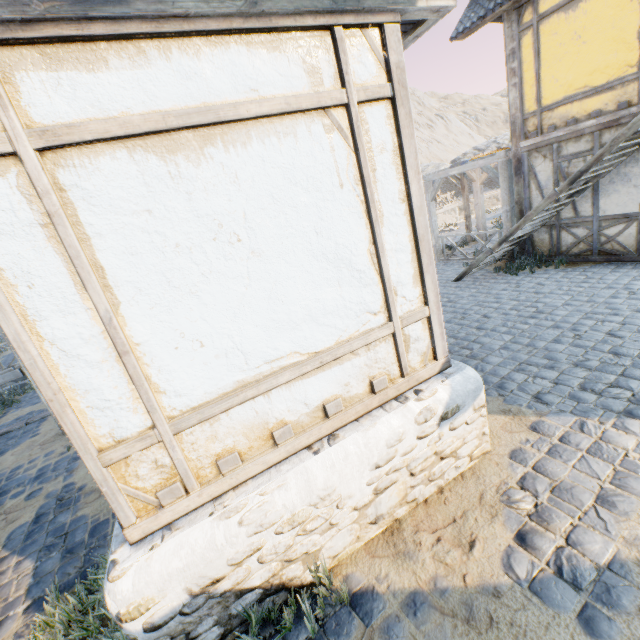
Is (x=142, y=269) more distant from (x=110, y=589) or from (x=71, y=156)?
(x=110, y=589)

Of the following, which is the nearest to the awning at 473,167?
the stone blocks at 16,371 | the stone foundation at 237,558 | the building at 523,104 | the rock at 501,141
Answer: the building at 523,104

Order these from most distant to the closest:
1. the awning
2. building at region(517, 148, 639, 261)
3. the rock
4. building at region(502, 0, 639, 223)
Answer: the rock, the awning, building at region(517, 148, 639, 261), building at region(502, 0, 639, 223)

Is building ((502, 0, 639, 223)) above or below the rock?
below

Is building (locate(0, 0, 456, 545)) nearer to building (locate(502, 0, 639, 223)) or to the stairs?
the stairs

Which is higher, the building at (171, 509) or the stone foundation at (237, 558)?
the building at (171, 509)

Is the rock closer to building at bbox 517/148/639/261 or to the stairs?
building at bbox 517/148/639/261

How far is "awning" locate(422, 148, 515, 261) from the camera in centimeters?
878cm
